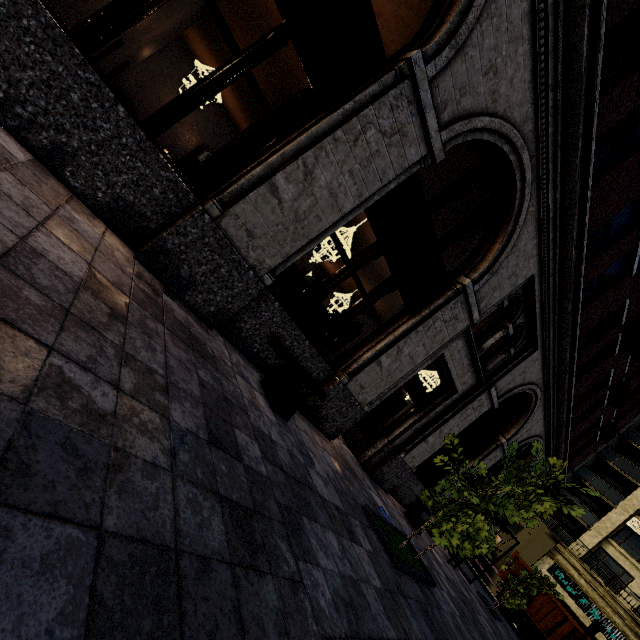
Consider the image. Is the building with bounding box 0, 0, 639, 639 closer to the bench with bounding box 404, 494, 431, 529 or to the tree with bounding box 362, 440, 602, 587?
the bench with bounding box 404, 494, 431, 529

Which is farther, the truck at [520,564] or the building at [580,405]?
the truck at [520,564]

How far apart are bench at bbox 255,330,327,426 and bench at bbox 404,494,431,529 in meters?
6.2 m

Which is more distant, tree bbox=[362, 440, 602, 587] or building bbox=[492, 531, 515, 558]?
building bbox=[492, 531, 515, 558]

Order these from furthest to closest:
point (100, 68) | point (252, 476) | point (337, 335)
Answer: point (337, 335)
point (100, 68)
point (252, 476)

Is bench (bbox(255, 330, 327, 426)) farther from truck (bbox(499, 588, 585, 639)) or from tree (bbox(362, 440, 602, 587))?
truck (bbox(499, 588, 585, 639))

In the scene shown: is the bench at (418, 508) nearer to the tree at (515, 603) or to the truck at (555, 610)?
the tree at (515, 603)

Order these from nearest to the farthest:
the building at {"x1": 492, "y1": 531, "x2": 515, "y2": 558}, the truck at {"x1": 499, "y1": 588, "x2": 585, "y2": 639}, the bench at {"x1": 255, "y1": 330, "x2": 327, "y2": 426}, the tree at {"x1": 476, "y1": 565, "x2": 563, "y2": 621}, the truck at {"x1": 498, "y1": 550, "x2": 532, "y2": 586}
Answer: the bench at {"x1": 255, "y1": 330, "x2": 327, "y2": 426} < the tree at {"x1": 476, "y1": 565, "x2": 563, "y2": 621} < the truck at {"x1": 499, "y1": 588, "x2": 585, "y2": 639} < the truck at {"x1": 498, "y1": 550, "x2": 532, "y2": 586} < the building at {"x1": 492, "y1": 531, "x2": 515, "y2": 558}
